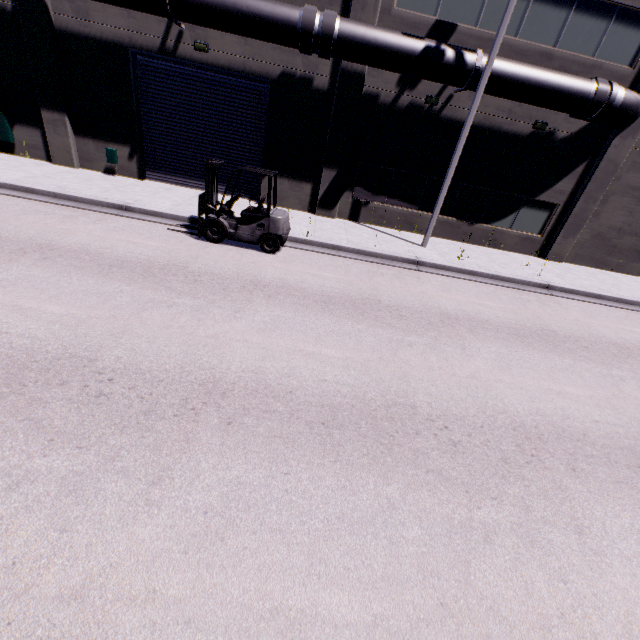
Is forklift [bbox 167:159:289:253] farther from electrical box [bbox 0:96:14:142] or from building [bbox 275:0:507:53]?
building [bbox 275:0:507:53]

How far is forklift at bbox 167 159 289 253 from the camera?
9.10m

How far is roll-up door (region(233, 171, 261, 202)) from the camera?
13.80m

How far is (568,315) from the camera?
10.13m

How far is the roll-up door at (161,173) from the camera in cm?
1205

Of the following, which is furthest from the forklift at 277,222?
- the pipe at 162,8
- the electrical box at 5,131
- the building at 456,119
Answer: the building at 456,119

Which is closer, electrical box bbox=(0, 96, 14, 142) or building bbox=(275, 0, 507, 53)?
building bbox=(275, 0, 507, 53)
